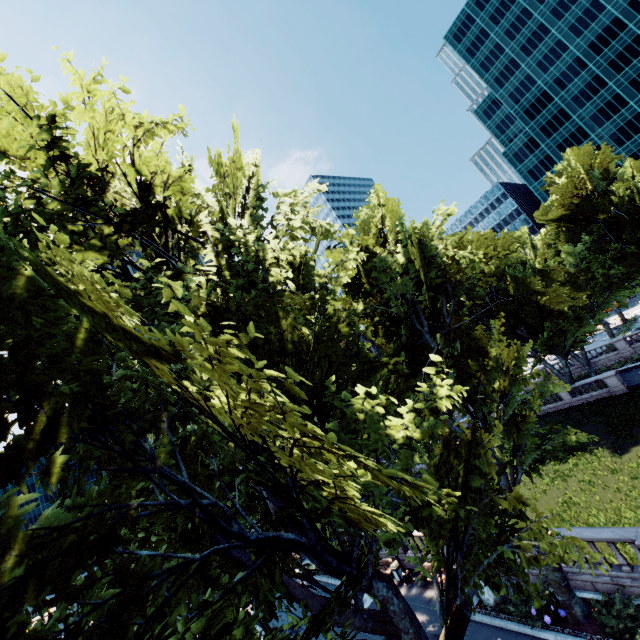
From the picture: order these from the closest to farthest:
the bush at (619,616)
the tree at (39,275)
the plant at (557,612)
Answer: the tree at (39,275) → the bush at (619,616) → the plant at (557,612)

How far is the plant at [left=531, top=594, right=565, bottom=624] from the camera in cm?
1224

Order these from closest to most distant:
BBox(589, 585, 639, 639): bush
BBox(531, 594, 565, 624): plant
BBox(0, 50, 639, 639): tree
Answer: BBox(0, 50, 639, 639): tree → BBox(589, 585, 639, 639): bush → BBox(531, 594, 565, 624): plant

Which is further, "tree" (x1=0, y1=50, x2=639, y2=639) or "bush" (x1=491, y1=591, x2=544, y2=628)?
"bush" (x1=491, y1=591, x2=544, y2=628)

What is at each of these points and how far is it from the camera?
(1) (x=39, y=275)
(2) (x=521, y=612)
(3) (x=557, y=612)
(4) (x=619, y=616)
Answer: (1) tree, 5.1 meters
(2) bush, 13.2 meters
(3) plant, 12.5 meters
(4) bush, 11.3 meters

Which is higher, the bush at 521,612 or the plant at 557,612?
the bush at 521,612

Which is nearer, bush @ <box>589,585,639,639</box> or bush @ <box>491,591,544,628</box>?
bush @ <box>589,585,639,639</box>

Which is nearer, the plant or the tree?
the tree
